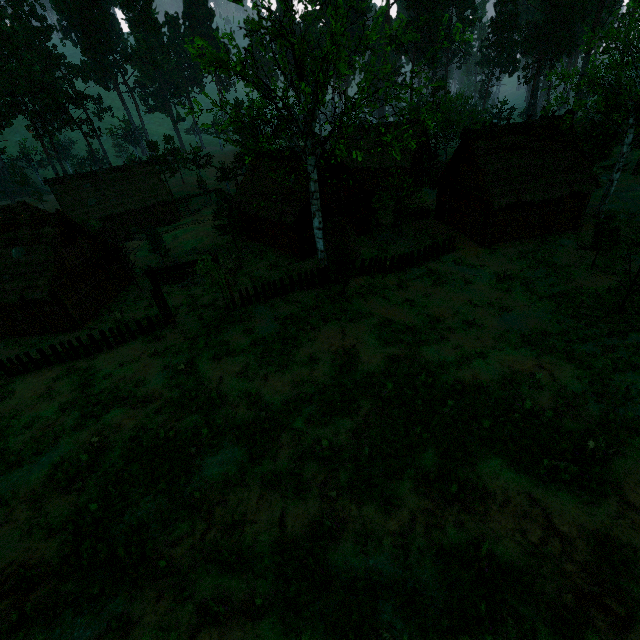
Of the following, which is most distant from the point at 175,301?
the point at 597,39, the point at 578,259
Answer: the point at 597,39

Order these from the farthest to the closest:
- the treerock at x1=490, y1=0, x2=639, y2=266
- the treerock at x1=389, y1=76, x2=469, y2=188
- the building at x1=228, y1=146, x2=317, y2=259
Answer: the building at x1=228, y1=146, x2=317, y2=259 < the treerock at x1=490, y1=0, x2=639, y2=266 < the treerock at x1=389, y1=76, x2=469, y2=188

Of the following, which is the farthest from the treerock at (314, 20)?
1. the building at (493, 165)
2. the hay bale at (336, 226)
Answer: the hay bale at (336, 226)

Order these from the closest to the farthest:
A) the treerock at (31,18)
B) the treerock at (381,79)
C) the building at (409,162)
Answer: the treerock at (381,79)
the building at (409,162)
the treerock at (31,18)

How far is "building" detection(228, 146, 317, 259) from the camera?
26.2 meters

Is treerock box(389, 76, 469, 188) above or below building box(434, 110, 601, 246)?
above

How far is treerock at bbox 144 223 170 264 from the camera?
32.1 meters
